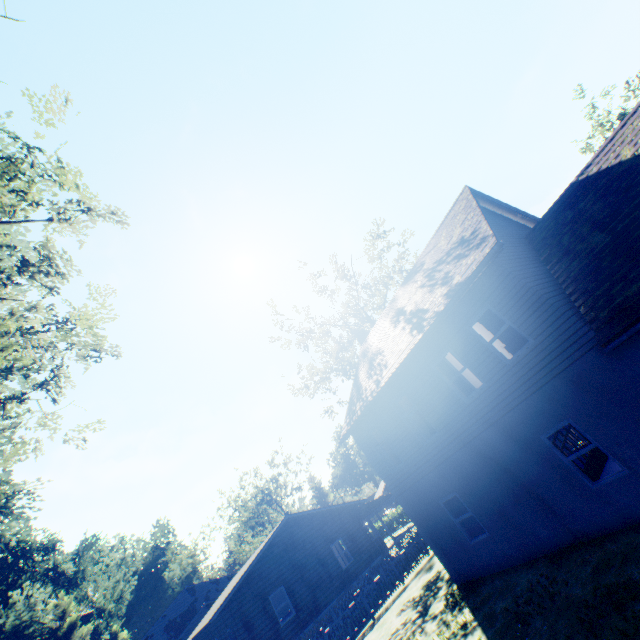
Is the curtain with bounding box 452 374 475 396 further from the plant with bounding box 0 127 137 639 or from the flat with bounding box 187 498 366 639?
the flat with bounding box 187 498 366 639

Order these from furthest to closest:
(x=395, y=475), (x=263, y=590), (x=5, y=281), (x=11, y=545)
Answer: (x=11, y=545), (x=263, y=590), (x=5, y=281), (x=395, y=475)

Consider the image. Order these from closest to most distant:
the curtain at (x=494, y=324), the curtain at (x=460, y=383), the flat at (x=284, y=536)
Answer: the curtain at (x=494, y=324) → the curtain at (x=460, y=383) → the flat at (x=284, y=536)

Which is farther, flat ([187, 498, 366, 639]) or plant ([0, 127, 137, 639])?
flat ([187, 498, 366, 639])

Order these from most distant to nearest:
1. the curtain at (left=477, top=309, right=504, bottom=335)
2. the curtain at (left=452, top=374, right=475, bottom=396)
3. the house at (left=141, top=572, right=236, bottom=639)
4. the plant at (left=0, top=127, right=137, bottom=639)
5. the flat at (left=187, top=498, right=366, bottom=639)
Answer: the house at (left=141, top=572, right=236, bottom=639) → the flat at (left=187, top=498, right=366, bottom=639) → the curtain at (left=452, top=374, right=475, bottom=396) → the curtain at (left=477, top=309, right=504, bottom=335) → the plant at (left=0, top=127, right=137, bottom=639)

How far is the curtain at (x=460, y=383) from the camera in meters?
10.9 m

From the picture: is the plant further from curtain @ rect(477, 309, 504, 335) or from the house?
curtain @ rect(477, 309, 504, 335)

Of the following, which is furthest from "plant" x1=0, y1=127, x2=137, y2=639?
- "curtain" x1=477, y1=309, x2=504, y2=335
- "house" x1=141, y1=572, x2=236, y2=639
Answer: "curtain" x1=477, y1=309, x2=504, y2=335
